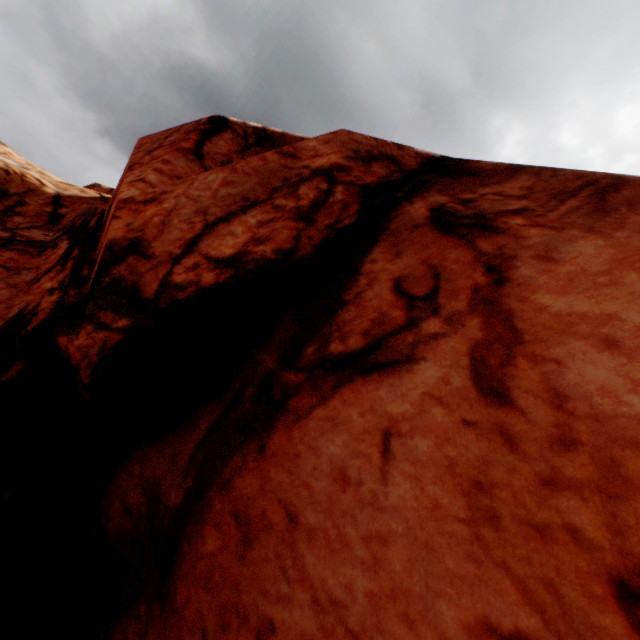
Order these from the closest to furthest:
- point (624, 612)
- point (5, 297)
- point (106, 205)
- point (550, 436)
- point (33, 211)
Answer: point (624, 612) < point (550, 436) < point (5, 297) < point (33, 211) < point (106, 205)
